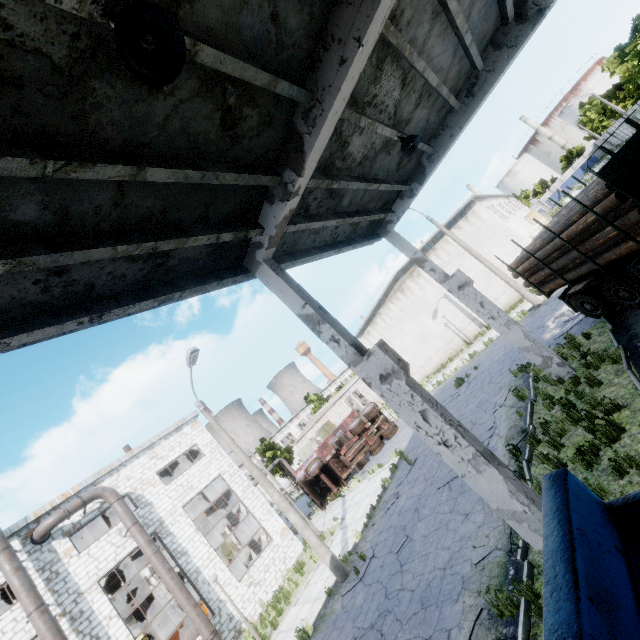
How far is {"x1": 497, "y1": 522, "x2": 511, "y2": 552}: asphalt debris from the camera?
6.72m

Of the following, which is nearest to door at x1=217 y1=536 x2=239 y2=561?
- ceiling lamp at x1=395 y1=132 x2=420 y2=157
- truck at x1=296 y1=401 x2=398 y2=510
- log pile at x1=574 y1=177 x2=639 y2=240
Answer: truck at x1=296 y1=401 x2=398 y2=510

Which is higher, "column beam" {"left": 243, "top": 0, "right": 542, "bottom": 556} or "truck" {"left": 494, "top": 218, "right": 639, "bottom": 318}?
"column beam" {"left": 243, "top": 0, "right": 542, "bottom": 556}

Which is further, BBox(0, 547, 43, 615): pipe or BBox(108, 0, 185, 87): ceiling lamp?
BBox(0, 547, 43, 615): pipe

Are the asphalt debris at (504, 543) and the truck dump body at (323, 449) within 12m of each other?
no

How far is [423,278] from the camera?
28.23m

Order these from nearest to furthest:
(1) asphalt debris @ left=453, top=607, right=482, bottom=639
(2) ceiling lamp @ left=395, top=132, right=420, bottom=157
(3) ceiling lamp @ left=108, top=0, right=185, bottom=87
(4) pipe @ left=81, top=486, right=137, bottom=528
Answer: (3) ceiling lamp @ left=108, top=0, right=185, bottom=87 → (1) asphalt debris @ left=453, top=607, right=482, bottom=639 → (2) ceiling lamp @ left=395, top=132, right=420, bottom=157 → (4) pipe @ left=81, top=486, right=137, bottom=528

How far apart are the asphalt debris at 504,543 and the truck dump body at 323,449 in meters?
21.8
